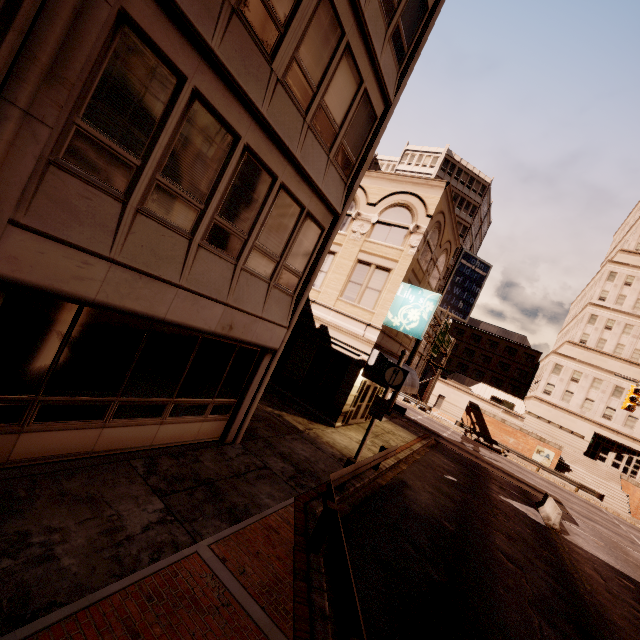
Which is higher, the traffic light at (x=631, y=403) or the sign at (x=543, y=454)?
the traffic light at (x=631, y=403)

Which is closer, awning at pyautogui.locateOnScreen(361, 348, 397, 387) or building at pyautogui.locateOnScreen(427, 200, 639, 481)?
awning at pyautogui.locateOnScreen(361, 348, 397, 387)

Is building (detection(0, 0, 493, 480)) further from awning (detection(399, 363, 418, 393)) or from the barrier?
the barrier

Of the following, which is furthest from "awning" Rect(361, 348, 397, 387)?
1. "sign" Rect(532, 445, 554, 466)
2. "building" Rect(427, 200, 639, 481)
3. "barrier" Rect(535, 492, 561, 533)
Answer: "building" Rect(427, 200, 639, 481)

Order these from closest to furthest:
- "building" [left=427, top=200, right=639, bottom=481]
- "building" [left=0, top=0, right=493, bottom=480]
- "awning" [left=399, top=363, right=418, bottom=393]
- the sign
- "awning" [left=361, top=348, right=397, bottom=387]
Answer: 1. "building" [left=0, top=0, right=493, bottom=480]
2. "awning" [left=361, top=348, right=397, bottom=387]
3. "awning" [left=399, top=363, right=418, bottom=393]
4. the sign
5. "building" [left=427, top=200, right=639, bottom=481]

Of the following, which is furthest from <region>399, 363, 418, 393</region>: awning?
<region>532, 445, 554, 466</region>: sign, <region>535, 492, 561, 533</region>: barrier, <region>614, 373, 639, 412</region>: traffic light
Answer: <region>532, 445, 554, 466</region>: sign

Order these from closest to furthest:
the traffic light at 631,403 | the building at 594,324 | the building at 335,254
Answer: the building at 335,254 → the traffic light at 631,403 → the building at 594,324

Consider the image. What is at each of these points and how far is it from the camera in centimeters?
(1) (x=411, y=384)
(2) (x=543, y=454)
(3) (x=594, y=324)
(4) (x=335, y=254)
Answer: (1) awning, 1908cm
(2) sign, 3659cm
(3) building, 4706cm
(4) building, 1808cm
